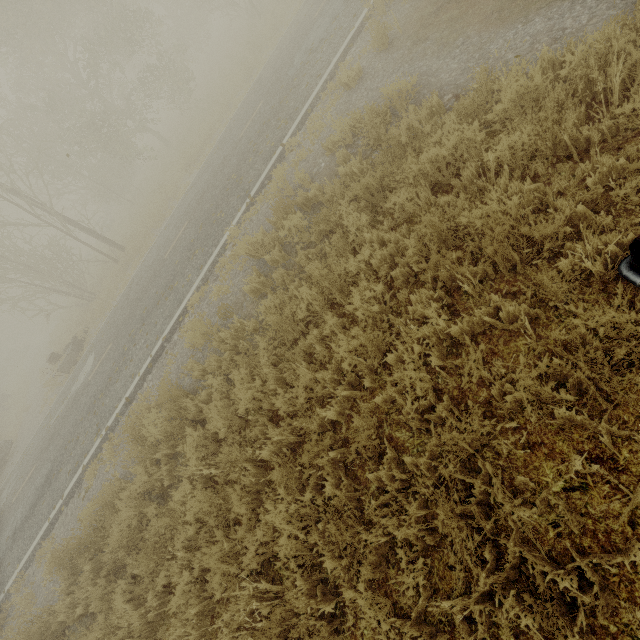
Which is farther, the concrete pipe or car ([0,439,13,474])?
the concrete pipe

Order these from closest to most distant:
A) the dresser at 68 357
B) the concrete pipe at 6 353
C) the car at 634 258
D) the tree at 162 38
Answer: the car at 634 258 < the dresser at 68 357 < the tree at 162 38 < the concrete pipe at 6 353

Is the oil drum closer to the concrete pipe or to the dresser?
the concrete pipe

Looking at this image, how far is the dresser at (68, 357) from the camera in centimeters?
1462cm

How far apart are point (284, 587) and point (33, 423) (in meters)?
18.80

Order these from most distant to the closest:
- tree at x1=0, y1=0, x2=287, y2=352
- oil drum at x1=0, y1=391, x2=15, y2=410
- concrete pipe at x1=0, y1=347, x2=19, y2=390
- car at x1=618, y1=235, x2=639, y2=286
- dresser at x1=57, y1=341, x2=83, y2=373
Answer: concrete pipe at x1=0, y1=347, x2=19, y2=390, oil drum at x1=0, y1=391, x2=15, y2=410, tree at x1=0, y1=0, x2=287, y2=352, dresser at x1=57, y1=341, x2=83, y2=373, car at x1=618, y1=235, x2=639, y2=286

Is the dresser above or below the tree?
below

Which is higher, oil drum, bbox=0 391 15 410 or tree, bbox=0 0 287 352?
tree, bbox=0 0 287 352
